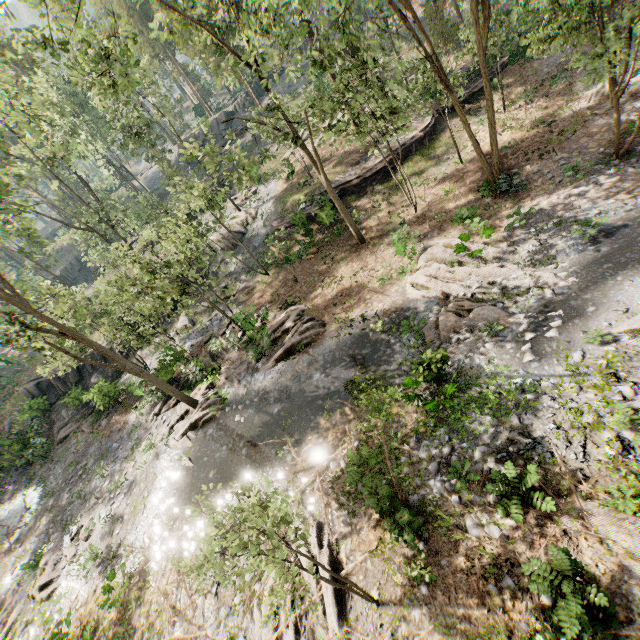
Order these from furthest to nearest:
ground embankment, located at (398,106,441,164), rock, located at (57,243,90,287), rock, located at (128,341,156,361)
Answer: rock, located at (57,243,90,287) < rock, located at (128,341,156,361) < ground embankment, located at (398,106,441,164)

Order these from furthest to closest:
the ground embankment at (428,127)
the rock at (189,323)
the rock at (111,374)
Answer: the rock at (189,323)
the ground embankment at (428,127)
the rock at (111,374)

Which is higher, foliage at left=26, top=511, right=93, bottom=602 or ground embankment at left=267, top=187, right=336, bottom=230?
ground embankment at left=267, top=187, right=336, bottom=230

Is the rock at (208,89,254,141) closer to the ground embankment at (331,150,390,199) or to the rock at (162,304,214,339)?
the rock at (162,304,214,339)

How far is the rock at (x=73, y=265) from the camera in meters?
55.7

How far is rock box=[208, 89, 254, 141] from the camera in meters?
49.6 m

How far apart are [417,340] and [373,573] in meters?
8.6

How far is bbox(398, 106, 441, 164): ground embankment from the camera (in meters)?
25.38
